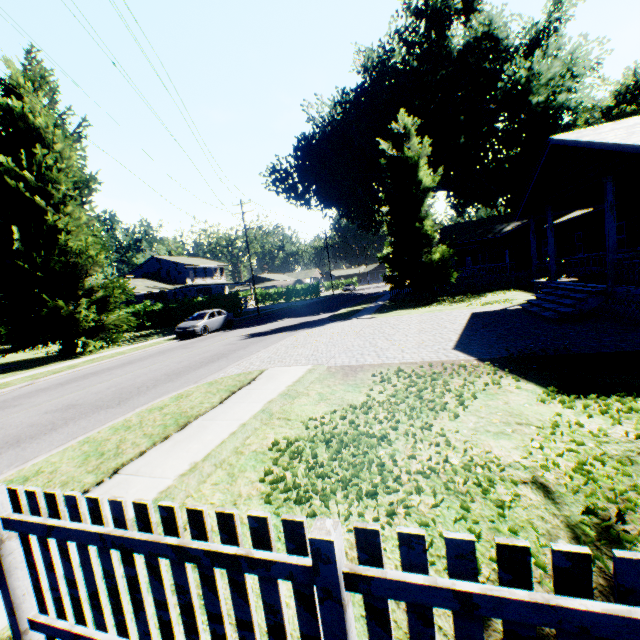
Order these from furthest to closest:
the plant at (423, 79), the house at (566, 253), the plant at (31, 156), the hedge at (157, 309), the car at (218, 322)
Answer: the hedge at (157, 309) < the plant at (423, 79) < the car at (218, 322) < the plant at (31, 156) < the house at (566, 253)

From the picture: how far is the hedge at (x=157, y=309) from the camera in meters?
33.6 m

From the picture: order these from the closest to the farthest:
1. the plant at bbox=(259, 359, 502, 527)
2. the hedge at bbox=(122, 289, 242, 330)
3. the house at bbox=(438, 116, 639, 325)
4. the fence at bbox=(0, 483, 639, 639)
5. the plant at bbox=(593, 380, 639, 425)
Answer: the fence at bbox=(0, 483, 639, 639), the plant at bbox=(259, 359, 502, 527), the plant at bbox=(593, 380, 639, 425), the house at bbox=(438, 116, 639, 325), the hedge at bbox=(122, 289, 242, 330)

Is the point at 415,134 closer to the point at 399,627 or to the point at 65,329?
the point at 65,329

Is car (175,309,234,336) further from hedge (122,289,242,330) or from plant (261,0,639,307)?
plant (261,0,639,307)

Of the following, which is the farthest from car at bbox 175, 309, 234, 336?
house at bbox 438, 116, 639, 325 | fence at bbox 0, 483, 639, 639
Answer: fence at bbox 0, 483, 639, 639

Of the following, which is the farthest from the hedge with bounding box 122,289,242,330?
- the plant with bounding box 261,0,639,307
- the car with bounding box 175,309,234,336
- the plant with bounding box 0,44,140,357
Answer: the plant with bounding box 261,0,639,307

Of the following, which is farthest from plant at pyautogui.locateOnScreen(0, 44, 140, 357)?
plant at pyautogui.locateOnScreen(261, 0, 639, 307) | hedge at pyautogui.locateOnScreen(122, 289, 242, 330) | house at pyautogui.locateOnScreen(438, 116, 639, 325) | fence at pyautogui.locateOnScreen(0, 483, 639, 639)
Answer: house at pyautogui.locateOnScreen(438, 116, 639, 325)
